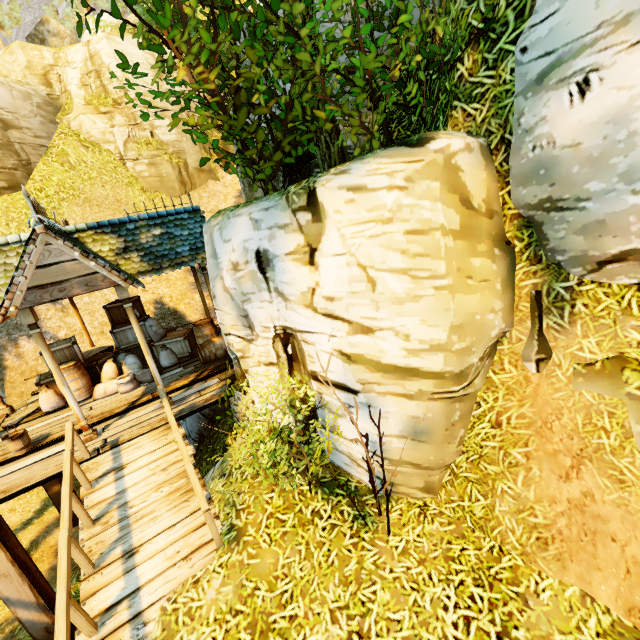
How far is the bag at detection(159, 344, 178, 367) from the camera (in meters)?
9.83

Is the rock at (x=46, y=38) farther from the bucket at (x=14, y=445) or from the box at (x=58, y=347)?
the bucket at (x=14, y=445)

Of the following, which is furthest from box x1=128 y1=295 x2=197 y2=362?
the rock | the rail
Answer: the rock

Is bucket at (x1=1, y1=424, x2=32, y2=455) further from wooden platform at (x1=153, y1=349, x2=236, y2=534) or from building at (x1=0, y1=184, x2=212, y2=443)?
building at (x1=0, y1=184, x2=212, y2=443)

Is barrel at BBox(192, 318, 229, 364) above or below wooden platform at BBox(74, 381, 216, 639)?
above

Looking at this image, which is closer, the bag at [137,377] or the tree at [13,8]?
the bag at [137,377]

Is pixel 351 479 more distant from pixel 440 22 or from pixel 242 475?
pixel 440 22

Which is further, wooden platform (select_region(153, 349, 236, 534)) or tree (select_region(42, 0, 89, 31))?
tree (select_region(42, 0, 89, 31))
